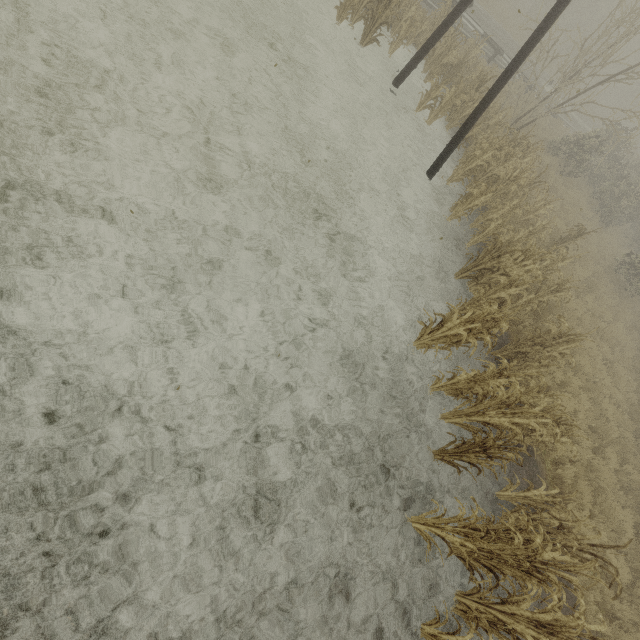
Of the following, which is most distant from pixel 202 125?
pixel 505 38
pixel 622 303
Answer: pixel 505 38

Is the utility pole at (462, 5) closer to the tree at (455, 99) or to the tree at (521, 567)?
the tree at (455, 99)

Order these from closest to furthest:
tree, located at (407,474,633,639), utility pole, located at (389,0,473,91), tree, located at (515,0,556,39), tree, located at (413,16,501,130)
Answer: tree, located at (407,474,633,639) < utility pole, located at (389,0,473,91) < tree, located at (413,16,501,130) < tree, located at (515,0,556,39)

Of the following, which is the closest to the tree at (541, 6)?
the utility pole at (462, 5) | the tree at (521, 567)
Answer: the utility pole at (462, 5)

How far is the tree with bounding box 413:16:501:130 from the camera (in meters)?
10.67

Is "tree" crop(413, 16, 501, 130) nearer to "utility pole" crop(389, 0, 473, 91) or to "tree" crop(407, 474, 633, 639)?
"utility pole" crop(389, 0, 473, 91)

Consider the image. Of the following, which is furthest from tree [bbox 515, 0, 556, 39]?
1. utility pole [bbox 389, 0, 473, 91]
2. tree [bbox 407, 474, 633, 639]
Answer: tree [bbox 407, 474, 633, 639]
